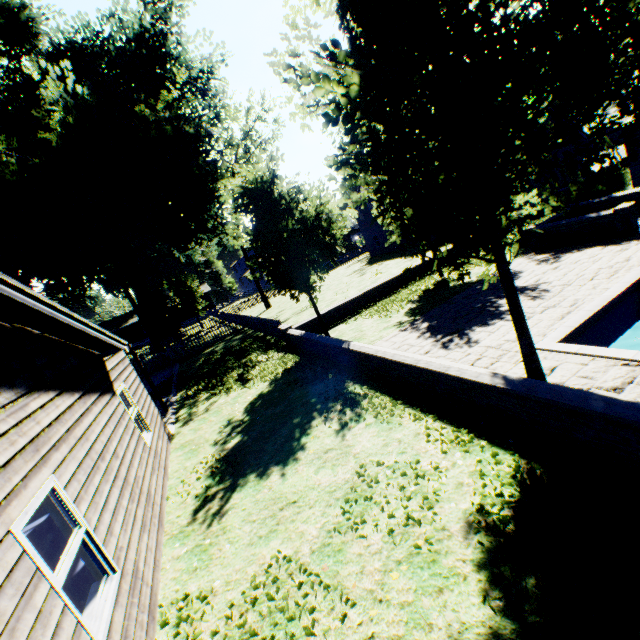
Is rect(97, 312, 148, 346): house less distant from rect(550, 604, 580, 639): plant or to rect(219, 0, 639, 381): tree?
rect(550, 604, 580, 639): plant

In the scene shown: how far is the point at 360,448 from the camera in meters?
6.2 m

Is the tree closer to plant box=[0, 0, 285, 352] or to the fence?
the fence

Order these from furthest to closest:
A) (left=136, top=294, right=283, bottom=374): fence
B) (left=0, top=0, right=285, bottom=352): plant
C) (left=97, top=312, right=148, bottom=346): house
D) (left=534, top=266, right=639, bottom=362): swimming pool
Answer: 1. (left=97, top=312, right=148, bottom=346): house
2. (left=0, top=0, right=285, bottom=352): plant
3. (left=136, top=294, right=283, bottom=374): fence
4. (left=534, top=266, right=639, bottom=362): swimming pool

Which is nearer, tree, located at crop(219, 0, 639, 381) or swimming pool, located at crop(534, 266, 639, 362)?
tree, located at crop(219, 0, 639, 381)

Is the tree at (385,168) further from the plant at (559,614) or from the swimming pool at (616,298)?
the plant at (559,614)

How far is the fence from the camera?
19.6m

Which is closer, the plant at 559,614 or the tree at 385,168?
the plant at 559,614
